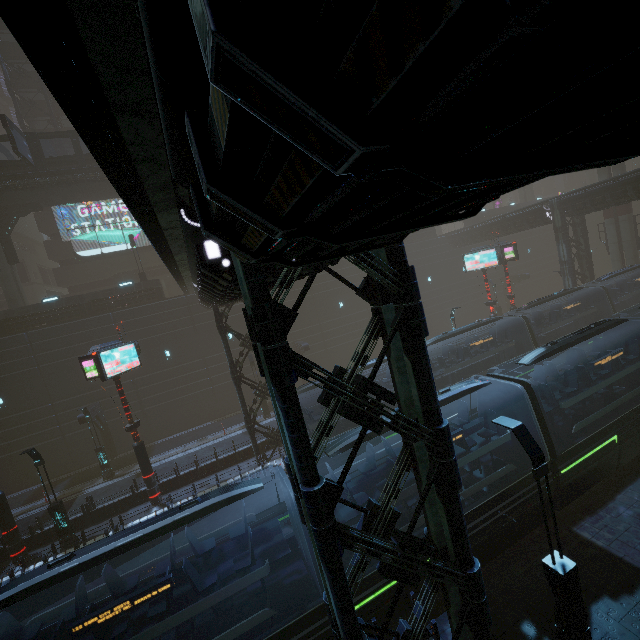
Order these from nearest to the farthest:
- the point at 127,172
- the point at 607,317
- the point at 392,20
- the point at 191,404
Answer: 1. the point at 392,20
2. the point at 127,172
3. the point at 607,317
4. the point at 191,404

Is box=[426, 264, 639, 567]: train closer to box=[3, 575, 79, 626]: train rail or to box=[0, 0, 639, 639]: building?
box=[3, 575, 79, 626]: train rail

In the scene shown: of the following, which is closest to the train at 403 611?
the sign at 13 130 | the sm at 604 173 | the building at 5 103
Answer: the sm at 604 173

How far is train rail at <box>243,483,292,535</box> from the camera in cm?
1534

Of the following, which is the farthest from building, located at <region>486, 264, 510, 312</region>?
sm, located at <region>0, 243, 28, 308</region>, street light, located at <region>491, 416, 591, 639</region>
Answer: street light, located at <region>491, 416, 591, 639</region>

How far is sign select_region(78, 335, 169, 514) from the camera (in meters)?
15.85

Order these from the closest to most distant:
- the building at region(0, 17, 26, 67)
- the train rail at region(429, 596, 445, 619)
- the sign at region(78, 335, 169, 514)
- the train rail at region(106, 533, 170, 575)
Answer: the train rail at region(429, 596, 445, 619), the train rail at region(106, 533, 170, 575), the sign at region(78, 335, 169, 514), the building at region(0, 17, 26, 67)

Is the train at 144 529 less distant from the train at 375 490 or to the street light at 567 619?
the train at 375 490
